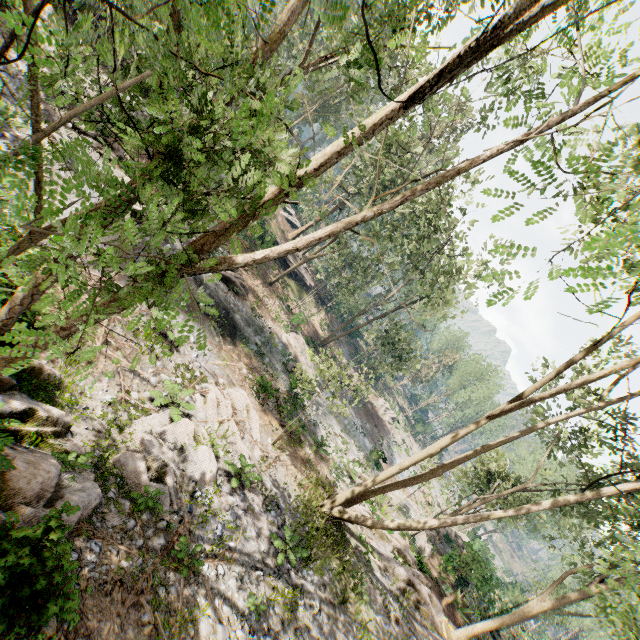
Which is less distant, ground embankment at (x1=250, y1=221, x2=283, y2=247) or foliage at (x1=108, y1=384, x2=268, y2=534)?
foliage at (x1=108, y1=384, x2=268, y2=534)

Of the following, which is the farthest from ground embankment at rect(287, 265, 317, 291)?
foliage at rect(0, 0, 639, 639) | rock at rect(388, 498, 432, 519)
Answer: rock at rect(388, 498, 432, 519)

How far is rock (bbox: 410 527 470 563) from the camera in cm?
2281

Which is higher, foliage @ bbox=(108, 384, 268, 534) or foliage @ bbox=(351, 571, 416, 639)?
foliage @ bbox=(351, 571, 416, 639)

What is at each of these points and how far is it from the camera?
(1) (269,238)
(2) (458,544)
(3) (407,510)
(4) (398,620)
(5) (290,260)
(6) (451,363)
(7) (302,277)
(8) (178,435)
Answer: (1) ground embankment, 34.7m
(2) rock, 30.3m
(3) rock, 27.7m
(4) foliage, 13.2m
(5) ground embankment, 38.0m
(6) foliage, 58.2m
(7) ground embankment, 40.6m
(8) foliage, 10.5m

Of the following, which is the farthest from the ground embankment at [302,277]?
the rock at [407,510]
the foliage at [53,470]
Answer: the rock at [407,510]

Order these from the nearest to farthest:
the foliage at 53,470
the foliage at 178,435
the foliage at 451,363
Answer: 1. the foliage at 53,470
2. the foliage at 178,435
3. the foliage at 451,363

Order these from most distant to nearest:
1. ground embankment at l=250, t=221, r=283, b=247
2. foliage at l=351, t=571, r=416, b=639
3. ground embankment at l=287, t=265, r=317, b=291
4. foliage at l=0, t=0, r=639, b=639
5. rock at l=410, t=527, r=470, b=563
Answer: ground embankment at l=287, t=265, r=317, b=291, ground embankment at l=250, t=221, r=283, b=247, rock at l=410, t=527, r=470, b=563, foliage at l=351, t=571, r=416, b=639, foliage at l=0, t=0, r=639, b=639
